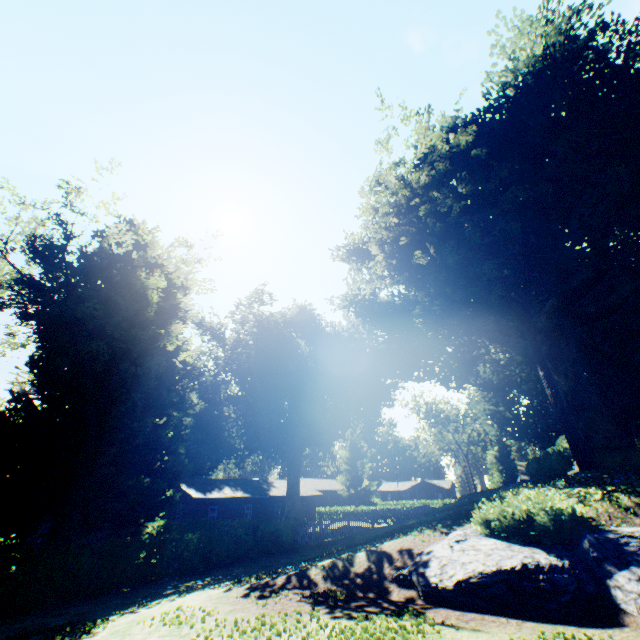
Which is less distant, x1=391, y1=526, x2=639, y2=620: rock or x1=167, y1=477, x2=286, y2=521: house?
x1=391, y1=526, x2=639, y2=620: rock

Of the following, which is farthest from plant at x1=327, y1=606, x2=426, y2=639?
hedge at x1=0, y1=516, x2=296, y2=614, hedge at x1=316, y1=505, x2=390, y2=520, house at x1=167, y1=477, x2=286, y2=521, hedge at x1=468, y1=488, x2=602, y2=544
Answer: hedge at x1=468, y1=488, x2=602, y2=544

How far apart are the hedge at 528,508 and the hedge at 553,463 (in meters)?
8.46

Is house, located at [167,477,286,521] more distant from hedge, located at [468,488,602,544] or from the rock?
hedge, located at [468,488,602,544]

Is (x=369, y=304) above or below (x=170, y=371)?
above

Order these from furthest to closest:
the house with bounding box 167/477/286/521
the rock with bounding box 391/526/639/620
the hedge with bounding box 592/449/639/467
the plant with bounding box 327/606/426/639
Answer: the house with bounding box 167/477/286/521, the hedge with bounding box 592/449/639/467, the rock with bounding box 391/526/639/620, the plant with bounding box 327/606/426/639

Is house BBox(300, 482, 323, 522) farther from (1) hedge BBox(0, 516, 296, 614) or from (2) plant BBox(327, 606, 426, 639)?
(1) hedge BBox(0, 516, 296, 614)

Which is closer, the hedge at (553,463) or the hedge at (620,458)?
the hedge at (553,463)
